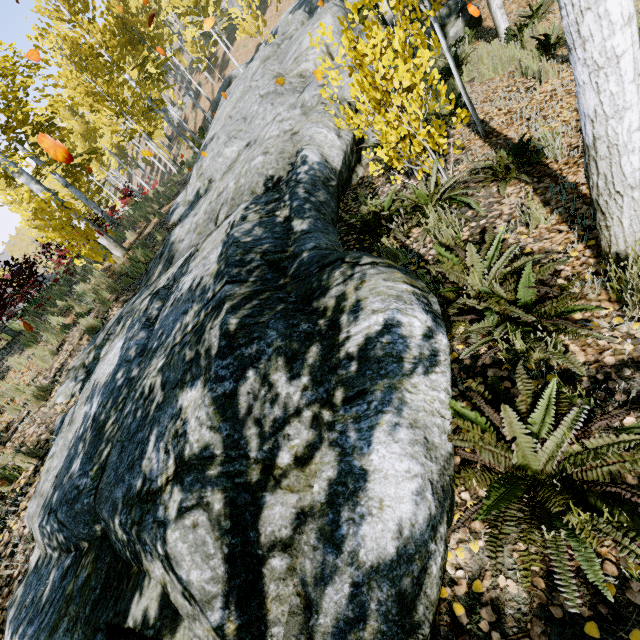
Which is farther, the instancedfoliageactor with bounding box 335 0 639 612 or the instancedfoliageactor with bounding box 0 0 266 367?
the instancedfoliageactor with bounding box 0 0 266 367

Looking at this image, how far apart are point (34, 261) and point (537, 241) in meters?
19.9

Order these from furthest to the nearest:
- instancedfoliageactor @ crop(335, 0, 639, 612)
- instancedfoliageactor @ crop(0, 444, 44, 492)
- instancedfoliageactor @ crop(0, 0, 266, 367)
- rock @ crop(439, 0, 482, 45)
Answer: rock @ crop(439, 0, 482, 45)
instancedfoliageactor @ crop(0, 0, 266, 367)
instancedfoliageactor @ crop(0, 444, 44, 492)
instancedfoliageactor @ crop(335, 0, 639, 612)

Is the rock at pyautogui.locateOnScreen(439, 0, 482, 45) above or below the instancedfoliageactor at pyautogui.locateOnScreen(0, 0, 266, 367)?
below

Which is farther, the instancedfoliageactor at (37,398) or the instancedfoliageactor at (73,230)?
the instancedfoliageactor at (73,230)

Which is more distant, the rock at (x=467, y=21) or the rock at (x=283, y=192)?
the rock at (x=467, y=21)

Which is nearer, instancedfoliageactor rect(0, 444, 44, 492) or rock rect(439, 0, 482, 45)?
instancedfoliageactor rect(0, 444, 44, 492)
